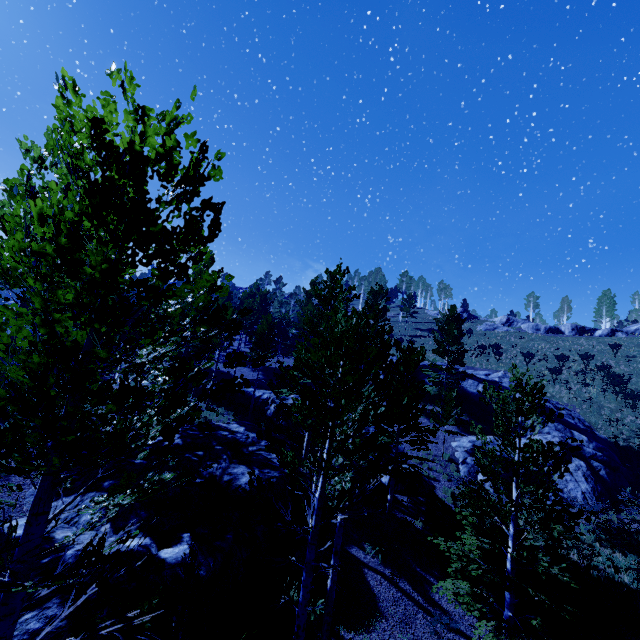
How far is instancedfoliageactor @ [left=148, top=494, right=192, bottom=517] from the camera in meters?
2.8 m

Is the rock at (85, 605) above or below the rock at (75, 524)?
below

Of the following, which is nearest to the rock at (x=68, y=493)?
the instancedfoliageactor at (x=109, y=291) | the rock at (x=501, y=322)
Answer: the instancedfoliageactor at (x=109, y=291)

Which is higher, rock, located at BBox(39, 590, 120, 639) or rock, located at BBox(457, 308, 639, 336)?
rock, located at BBox(457, 308, 639, 336)

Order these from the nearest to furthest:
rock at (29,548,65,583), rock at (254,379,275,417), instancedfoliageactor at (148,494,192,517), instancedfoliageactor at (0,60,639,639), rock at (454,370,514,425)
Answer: instancedfoliageactor at (0,60,639,639) < instancedfoliageactor at (148,494,192,517) < rock at (29,548,65,583) < rock at (454,370,514,425) < rock at (254,379,275,417)

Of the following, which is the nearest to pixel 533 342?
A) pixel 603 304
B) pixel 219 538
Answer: pixel 603 304

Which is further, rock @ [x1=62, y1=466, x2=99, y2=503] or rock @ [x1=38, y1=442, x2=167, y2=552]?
rock @ [x1=62, y1=466, x2=99, y2=503]

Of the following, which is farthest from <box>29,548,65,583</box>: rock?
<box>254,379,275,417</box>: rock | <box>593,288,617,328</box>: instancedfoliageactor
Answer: <box>593,288,617,328</box>: instancedfoliageactor
